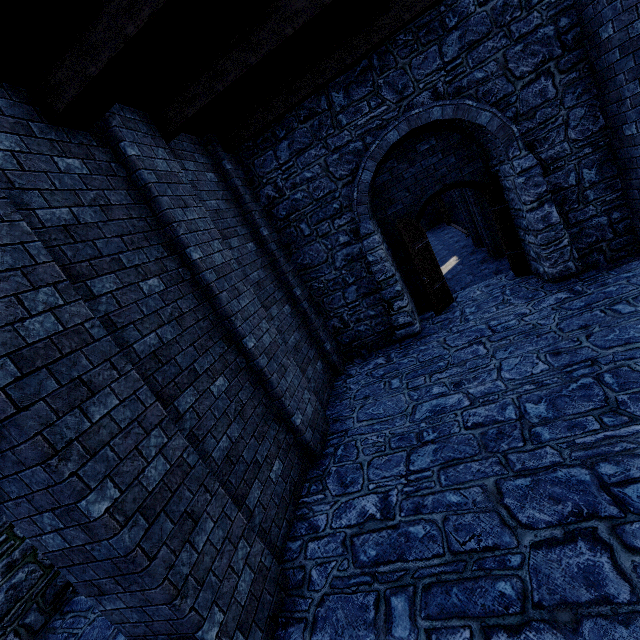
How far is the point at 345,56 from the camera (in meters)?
5.71

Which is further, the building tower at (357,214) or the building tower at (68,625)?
the building tower at (68,625)

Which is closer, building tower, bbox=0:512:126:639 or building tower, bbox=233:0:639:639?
building tower, bbox=233:0:639:639
